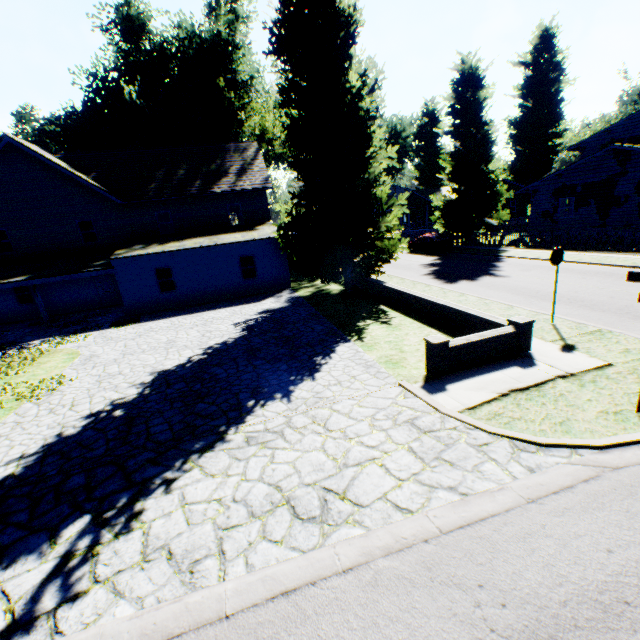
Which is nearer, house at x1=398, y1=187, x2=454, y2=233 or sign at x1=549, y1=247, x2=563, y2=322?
sign at x1=549, y1=247, x2=563, y2=322

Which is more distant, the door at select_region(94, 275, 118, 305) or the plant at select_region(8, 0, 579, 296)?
the door at select_region(94, 275, 118, 305)

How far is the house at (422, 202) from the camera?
45.6m

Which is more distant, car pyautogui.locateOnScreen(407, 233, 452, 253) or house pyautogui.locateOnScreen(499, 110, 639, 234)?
car pyautogui.locateOnScreen(407, 233, 452, 253)

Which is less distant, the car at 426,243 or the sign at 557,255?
the sign at 557,255

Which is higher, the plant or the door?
the plant

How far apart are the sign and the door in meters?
25.7 m

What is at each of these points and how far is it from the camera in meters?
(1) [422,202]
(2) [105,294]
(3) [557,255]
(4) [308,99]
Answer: (1) house, 46.7 m
(2) door, 23.3 m
(3) sign, 9.5 m
(4) plant, 13.9 m
